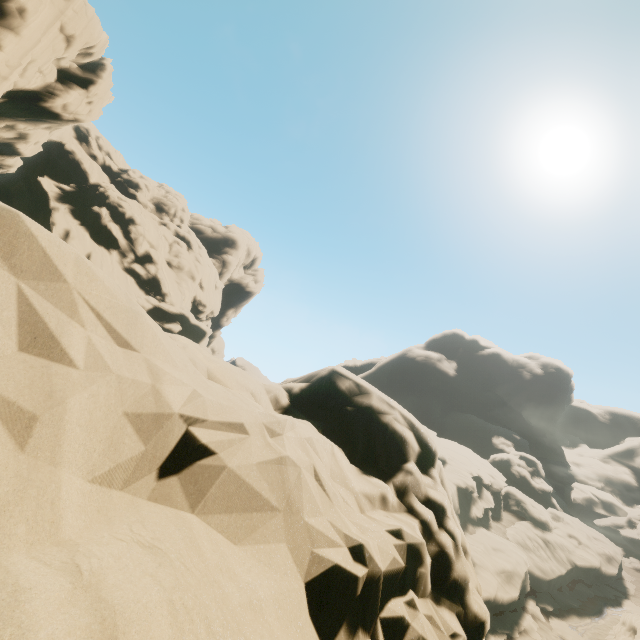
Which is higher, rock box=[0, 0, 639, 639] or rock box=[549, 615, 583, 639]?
rock box=[0, 0, 639, 639]

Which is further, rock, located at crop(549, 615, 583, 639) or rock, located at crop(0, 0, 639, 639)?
rock, located at crop(549, 615, 583, 639)

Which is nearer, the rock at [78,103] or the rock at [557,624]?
the rock at [78,103]

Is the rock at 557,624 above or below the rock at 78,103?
below

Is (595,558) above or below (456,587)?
below
